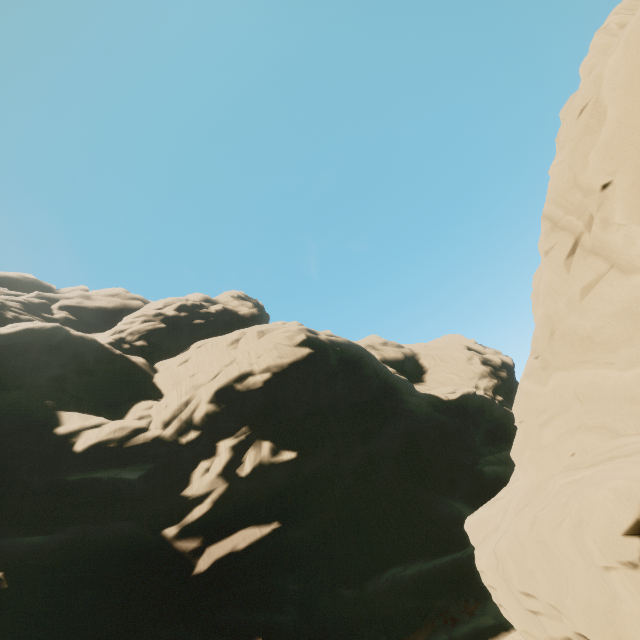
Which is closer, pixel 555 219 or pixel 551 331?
pixel 551 331
